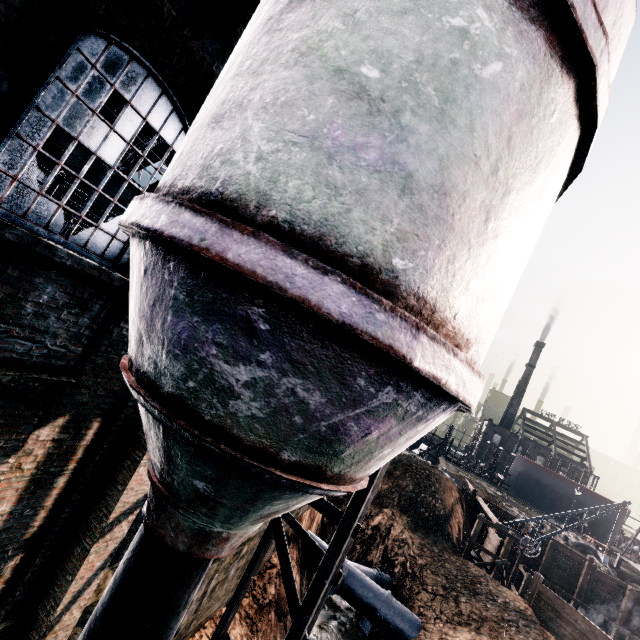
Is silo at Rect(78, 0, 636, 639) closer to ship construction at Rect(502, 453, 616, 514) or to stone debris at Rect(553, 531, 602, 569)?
stone debris at Rect(553, 531, 602, 569)

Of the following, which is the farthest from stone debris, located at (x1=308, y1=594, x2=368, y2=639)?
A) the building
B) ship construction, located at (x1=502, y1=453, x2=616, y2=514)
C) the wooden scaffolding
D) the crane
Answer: ship construction, located at (x1=502, y1=453, x2=616, y2=514)

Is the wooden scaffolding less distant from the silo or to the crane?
the crane

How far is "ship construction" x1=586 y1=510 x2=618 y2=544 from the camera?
49.1 meters

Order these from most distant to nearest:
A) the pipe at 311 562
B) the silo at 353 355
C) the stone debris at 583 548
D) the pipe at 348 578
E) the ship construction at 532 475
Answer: the ship construction at 532 475 → the stone debris at 583 548 → the pipe at 311 562 → the pipe at 348 578 → the silo at 353 355

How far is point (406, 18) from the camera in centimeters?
267cm

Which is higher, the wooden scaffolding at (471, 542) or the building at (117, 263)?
the building at (117, 263)

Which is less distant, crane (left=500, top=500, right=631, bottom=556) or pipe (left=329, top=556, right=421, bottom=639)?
pipe (left=329, top=556, right=421, bottom=639)
